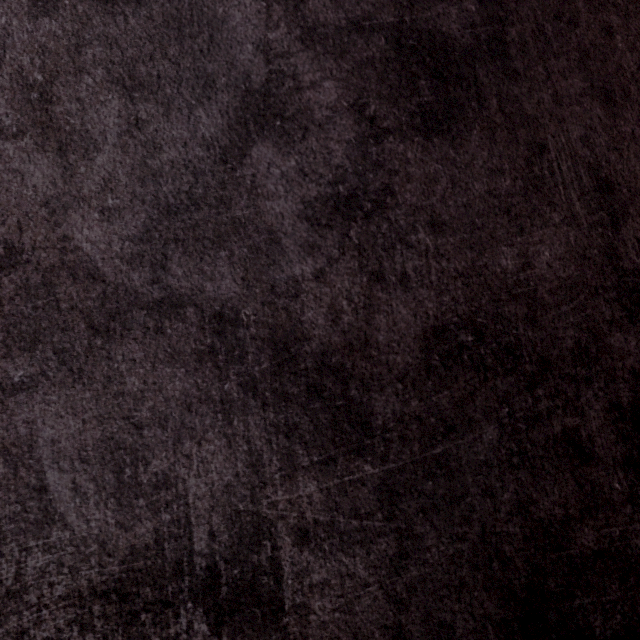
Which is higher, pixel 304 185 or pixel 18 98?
pixel 18 98
